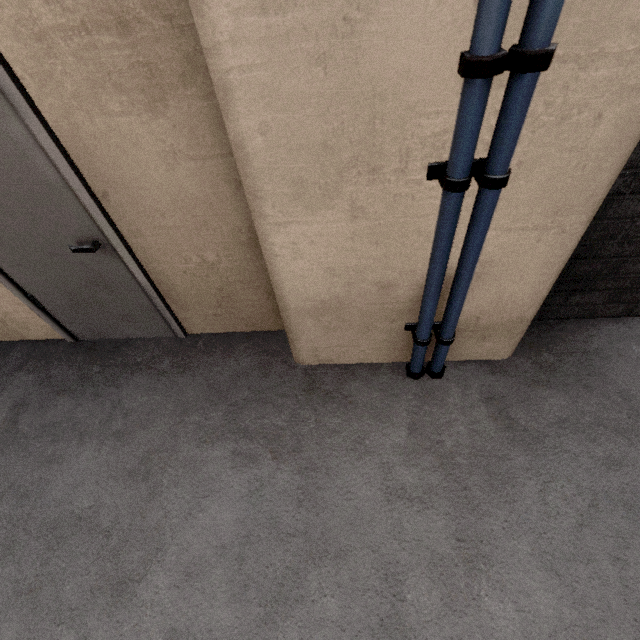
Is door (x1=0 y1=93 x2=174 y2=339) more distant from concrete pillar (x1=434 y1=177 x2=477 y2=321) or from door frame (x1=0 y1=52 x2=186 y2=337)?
concrete pillar (x1=434 y1=177 x2=477 y2=321)

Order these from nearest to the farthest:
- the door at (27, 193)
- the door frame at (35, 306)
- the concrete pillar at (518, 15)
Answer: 1. the concrete pillar at (518, 15)
2. the door at (27, 193)
3. the door frame at (35, 306)

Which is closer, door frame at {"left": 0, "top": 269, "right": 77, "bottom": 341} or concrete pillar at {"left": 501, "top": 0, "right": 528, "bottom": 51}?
concrete pillar at {"left": 501, "top": 0, "right": 528, "bottom": 51}

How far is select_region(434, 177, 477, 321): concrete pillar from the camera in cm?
120

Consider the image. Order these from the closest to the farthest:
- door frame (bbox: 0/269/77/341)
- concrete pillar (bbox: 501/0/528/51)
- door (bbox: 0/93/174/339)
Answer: concrete pillar (bbox: 501/0/528/51) < door (bbox: 0/93/174/339) < door frame (bbox: 0/269/77/341)

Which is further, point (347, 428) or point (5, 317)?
point (5, 317)

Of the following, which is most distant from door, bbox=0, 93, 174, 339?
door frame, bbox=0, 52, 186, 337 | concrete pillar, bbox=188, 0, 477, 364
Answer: concrete pillar, bbox=188, 0, 477, 364

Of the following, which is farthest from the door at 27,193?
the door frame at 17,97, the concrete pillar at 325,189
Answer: the concrete pillar at 325,189
